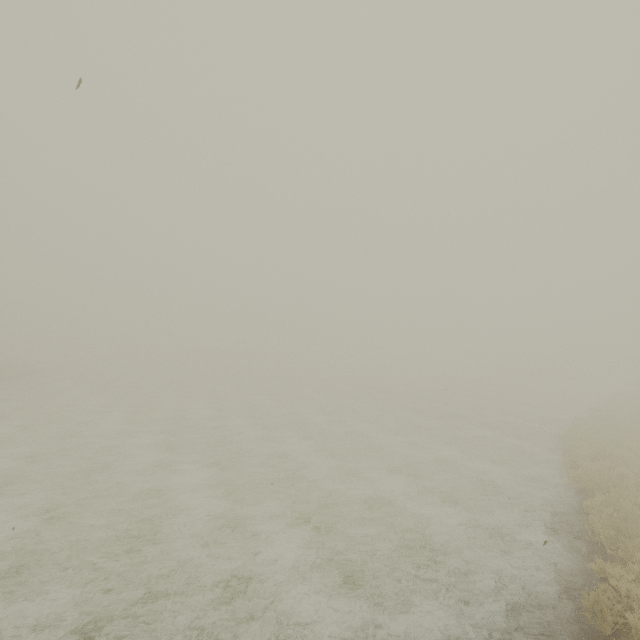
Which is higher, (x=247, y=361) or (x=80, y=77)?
(x=80, y=77)
